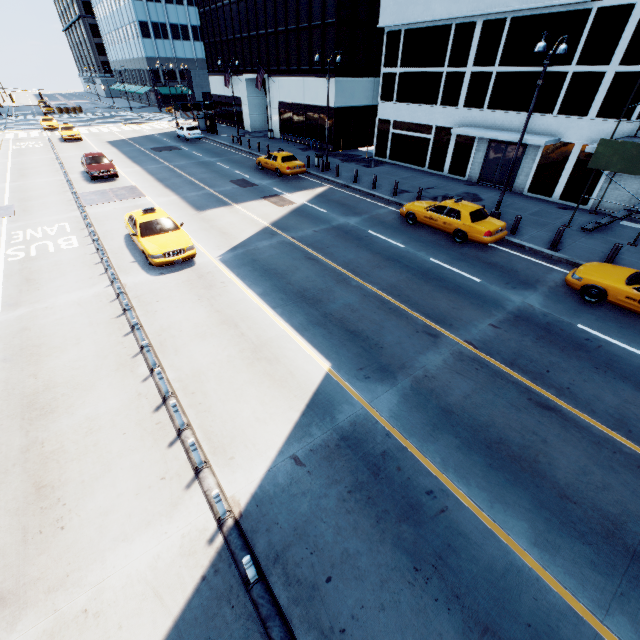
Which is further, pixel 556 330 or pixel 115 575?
pixel 556 330

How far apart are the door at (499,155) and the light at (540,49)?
6.37m

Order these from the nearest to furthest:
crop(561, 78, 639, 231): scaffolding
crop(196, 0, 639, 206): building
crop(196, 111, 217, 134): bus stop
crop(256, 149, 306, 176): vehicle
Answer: crop(561, 78, 639, 231): scaffolding
crop(196, 0, 639, 206): building
crop(256, 149, 306, 176): vehicle
crop(196, 111, 217, 134): bus stop

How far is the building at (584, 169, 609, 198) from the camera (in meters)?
17.70

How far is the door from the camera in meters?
21.0

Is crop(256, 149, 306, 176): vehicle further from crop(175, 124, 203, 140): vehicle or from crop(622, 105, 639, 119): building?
crop(175, 124, 203, 140): vehicle

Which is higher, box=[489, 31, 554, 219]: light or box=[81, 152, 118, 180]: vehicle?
box=[489, 31, 554, 219]: light

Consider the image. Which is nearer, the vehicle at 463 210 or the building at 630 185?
the vehicle at 463 210
